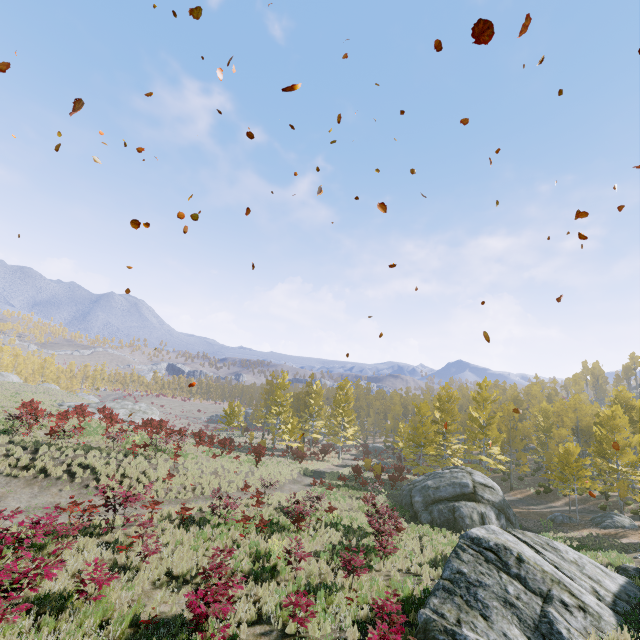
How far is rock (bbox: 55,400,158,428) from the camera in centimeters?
3853cm

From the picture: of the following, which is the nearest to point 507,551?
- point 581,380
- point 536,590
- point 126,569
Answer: point 536,590

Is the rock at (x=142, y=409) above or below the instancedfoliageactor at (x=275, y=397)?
below

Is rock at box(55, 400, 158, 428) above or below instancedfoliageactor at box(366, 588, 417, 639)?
above

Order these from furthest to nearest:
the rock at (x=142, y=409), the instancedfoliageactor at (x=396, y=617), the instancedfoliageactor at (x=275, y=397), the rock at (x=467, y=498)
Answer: the rock at (x=142, y=409), the instancedfoliageactor at (x=275, y=397), the rock at (x=467, y=498), the instancedfoliageactor at (x=396, y=617)

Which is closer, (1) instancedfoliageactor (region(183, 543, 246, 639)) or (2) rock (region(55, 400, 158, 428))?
(1) instancedfoliageactor (region(183, 543, 246, 639))

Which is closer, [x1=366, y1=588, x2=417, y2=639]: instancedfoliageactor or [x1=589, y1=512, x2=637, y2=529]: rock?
[x1=366, y1=588, x2=417, y2=639]: instancedfoliageactor

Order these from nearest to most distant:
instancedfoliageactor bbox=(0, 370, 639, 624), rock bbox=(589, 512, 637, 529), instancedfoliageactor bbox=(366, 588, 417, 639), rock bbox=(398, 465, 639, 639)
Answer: instancedfoliageactor bbox=(366, 588, 417, 639)
rock bbox=(398, 465, 639, 639)
instancedfoliageactor bbox=(0, 370, 639, 624)
rock bbox=(589, 512, 637, 529)
